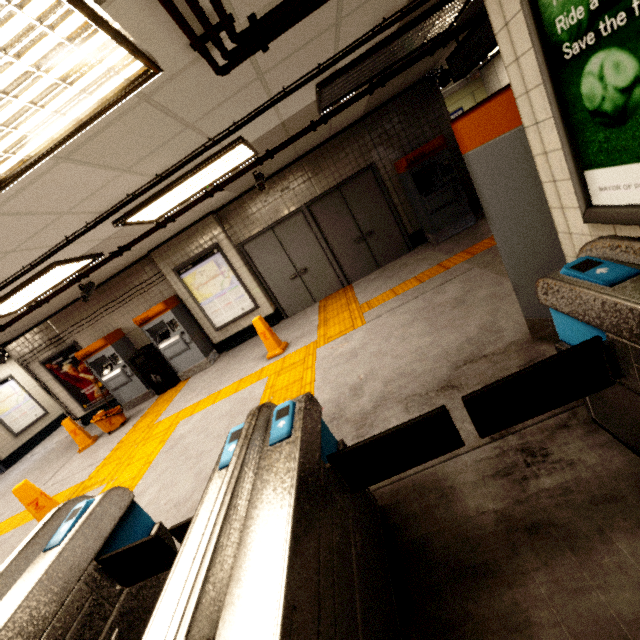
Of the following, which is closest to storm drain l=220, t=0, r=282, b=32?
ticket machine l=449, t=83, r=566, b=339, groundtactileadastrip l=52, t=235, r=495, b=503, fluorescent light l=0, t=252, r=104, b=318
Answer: fluorescent light l=0, t=252, r=104, b=318

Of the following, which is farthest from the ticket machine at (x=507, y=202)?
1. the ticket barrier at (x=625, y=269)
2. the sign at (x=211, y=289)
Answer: the sign at (x=211, y=289)

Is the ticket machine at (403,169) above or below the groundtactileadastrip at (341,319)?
above

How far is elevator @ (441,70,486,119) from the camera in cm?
966

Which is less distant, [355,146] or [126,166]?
[126,166]

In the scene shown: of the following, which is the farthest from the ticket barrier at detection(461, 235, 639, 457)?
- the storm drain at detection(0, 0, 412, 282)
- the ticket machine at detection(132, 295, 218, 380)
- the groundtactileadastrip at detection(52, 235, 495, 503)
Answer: the ticket machine at detection(132, 295, 218, 380)

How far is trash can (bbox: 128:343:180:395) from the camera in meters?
7.6 m

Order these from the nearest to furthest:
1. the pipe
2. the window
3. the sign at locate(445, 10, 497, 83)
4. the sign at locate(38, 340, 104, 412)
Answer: the pipe → the sign at locate(445, 10, 497, 83) → the window → the sign at locate(38, 340, 104, 412)
